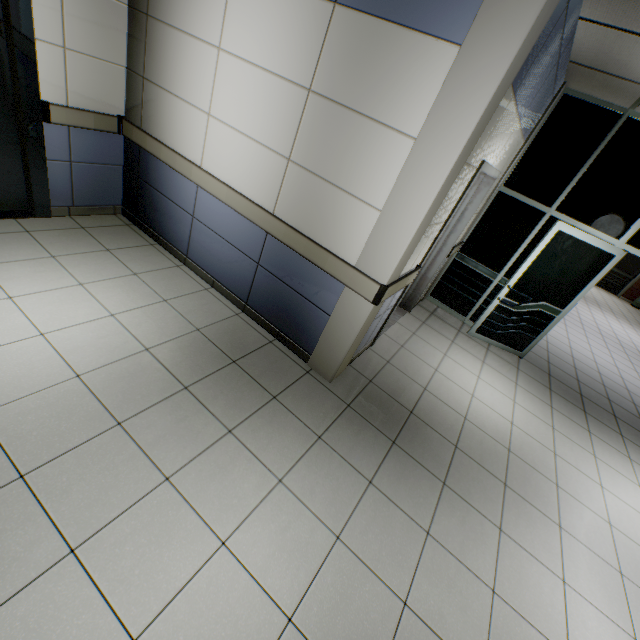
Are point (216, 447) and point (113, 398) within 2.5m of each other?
yes

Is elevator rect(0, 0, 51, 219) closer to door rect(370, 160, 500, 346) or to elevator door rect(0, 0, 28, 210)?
elevator door rect(0, 0, 28, 210)

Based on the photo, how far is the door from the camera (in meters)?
3.01

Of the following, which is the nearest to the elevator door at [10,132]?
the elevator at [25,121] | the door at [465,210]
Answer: the elevator at [25,121]

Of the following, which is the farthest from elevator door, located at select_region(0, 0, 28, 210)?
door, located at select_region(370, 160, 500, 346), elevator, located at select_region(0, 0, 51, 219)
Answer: door, located at select_region(370, 160, 500, 346)

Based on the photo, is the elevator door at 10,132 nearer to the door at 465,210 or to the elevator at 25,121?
the elevator at 25,121
